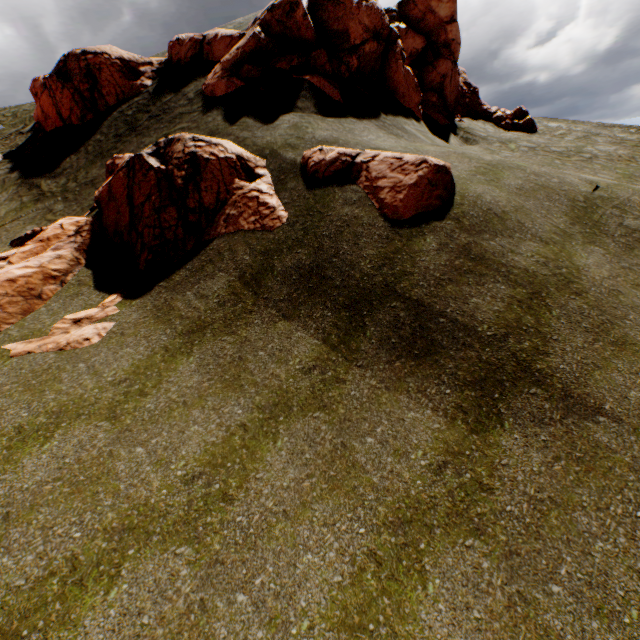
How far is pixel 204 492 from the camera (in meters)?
5.40

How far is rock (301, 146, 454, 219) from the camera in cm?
920

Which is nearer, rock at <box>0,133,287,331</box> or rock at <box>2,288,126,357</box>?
rock at <box>2,288,126,357</box>

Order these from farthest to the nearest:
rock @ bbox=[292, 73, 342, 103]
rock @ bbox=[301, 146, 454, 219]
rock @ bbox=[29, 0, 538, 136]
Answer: rock @ bbox=[29, 0, 538, 136], rock @ bbox=[292, 73, 342, 103], rock @ bbox=[301, 146, 454, 219]

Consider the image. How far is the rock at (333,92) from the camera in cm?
1437

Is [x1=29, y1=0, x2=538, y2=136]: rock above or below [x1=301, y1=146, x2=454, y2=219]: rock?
above
